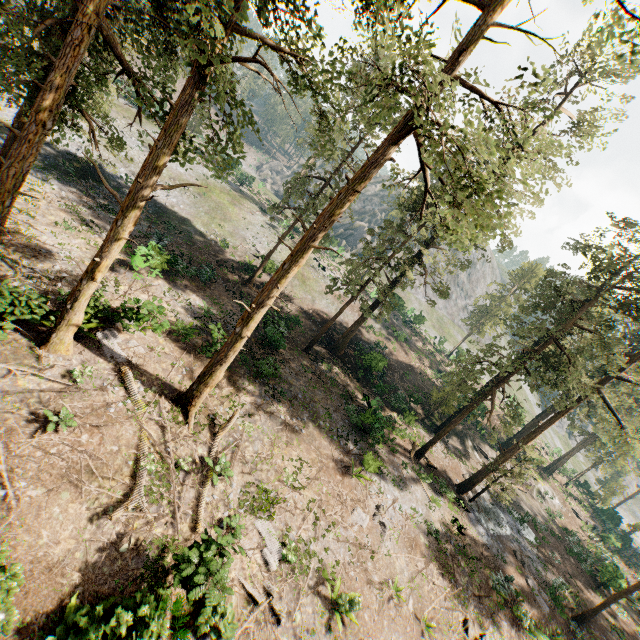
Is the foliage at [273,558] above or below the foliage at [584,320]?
below

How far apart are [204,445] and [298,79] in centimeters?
1549cm

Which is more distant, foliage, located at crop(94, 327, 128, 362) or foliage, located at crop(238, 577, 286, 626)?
foliage, located at crop(94, 327, 128, 362)

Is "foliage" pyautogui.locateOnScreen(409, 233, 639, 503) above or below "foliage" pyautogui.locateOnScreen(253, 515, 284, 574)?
above

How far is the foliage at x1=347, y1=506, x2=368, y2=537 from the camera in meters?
16.7

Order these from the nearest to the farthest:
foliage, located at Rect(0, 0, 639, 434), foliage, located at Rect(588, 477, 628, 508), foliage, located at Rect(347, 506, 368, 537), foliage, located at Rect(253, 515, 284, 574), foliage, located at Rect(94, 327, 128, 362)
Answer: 1. foliage, located at Rect(0, 0, 639, 434)
2. foliage, located at Rect(253, 515, 284, 574)
3. foliage, located at Rect(94, 327, 128, 362)
4. foliage, located at Rect(347, 506, 368, 537)
5. foliage, located at Rect(588, 477, 628, 508)
